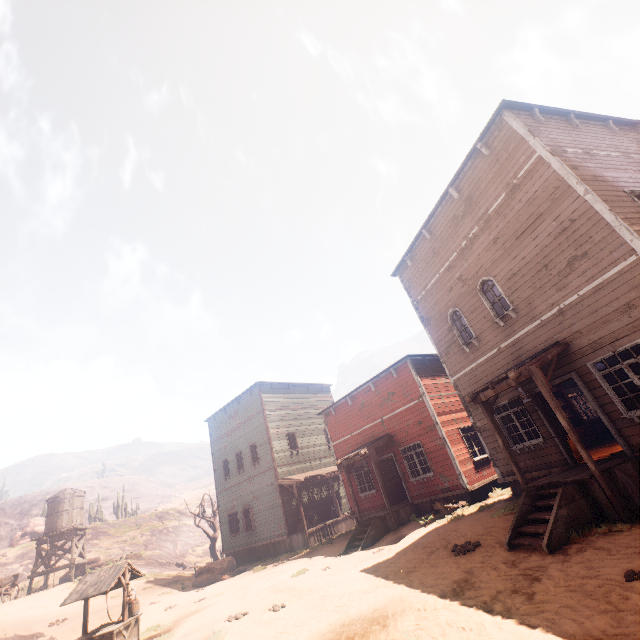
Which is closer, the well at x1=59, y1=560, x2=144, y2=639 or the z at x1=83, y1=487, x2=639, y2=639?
the z at x1=83, y1=487, x2=639, y2=639

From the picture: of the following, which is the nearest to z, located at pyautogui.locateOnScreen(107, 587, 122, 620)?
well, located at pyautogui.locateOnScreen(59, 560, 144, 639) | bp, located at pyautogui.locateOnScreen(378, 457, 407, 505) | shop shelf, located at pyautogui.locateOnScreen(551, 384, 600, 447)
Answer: well, located at pyautogui.locateOnScreen(59, 560, 144, 639)

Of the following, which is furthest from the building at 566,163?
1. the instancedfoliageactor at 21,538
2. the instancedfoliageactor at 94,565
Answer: the instancedfoliageactor at 21,538

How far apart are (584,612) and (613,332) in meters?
6.6

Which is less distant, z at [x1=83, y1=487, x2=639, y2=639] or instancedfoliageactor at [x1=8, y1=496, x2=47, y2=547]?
z at [x1=83, y1=487, x2=639, y2=639]

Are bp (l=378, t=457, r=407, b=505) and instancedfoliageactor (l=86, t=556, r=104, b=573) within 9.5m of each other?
no

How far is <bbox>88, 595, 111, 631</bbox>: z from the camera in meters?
14.4

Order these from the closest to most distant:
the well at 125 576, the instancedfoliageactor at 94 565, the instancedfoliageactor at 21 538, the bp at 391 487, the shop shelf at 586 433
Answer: the well at 125 576
the shop shelf at 586 433
the bp at 391 487
the instancedfoliageactor at 94 565
the instancedfoliageactor at 21 538
